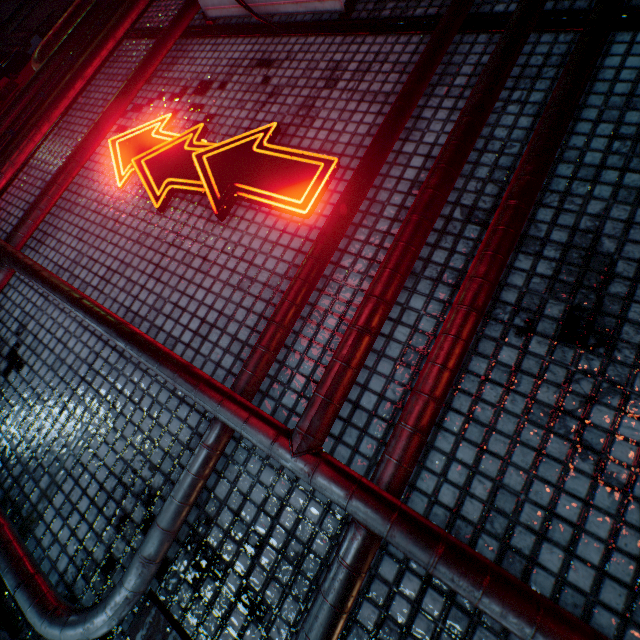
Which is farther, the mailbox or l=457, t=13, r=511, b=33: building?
the mailbox

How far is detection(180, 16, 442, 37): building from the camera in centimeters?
167cm

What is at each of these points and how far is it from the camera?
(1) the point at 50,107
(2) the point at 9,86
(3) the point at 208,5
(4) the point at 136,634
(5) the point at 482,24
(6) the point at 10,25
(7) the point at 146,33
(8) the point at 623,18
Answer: (1) pipe, 2.2m
(2) mailbox, 3.2m
(3) air conditioner, 2.2m
(4) building, 1.1m
(5) building, 1.5m
(6) pipe, 4.0m
(7) building, 2.7m
(8) building, 1.3m

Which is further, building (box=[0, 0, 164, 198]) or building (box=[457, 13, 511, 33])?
building (box=[0, 0, 164, 198])

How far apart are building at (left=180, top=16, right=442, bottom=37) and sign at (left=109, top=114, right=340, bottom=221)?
0.7m

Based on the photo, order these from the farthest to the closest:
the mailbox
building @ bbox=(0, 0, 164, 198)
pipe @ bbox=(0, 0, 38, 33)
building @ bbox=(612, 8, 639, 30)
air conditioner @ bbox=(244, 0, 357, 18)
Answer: pipe @ bbox=(0, 0, 38, 33), the mailbox, building @ bbox=(0, 0, 164, 198), air conditioner @ bbox=(244, 0, 357, 18), building @ bbox=(612, 8, 639, 30)

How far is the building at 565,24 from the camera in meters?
1.4

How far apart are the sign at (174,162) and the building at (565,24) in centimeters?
94cm
